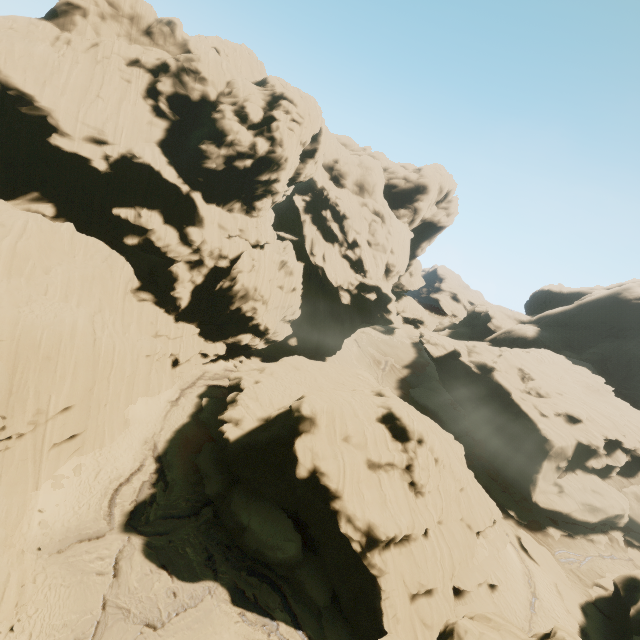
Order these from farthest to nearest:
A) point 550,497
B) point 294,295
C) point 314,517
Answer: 1. point 294,295
2. point 550,497
3. point 314,517

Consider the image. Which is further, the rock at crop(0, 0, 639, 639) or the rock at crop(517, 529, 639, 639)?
the rock at crop(517, 529, 639, 639)

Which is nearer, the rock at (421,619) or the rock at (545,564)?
the rock at (421,619)
